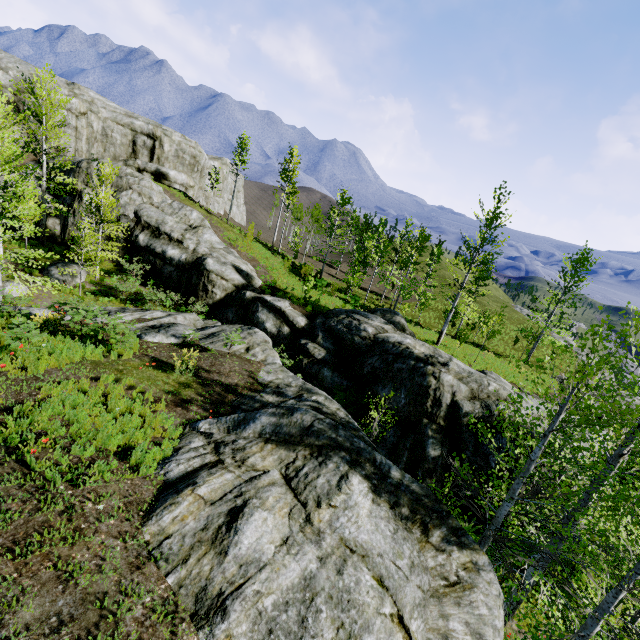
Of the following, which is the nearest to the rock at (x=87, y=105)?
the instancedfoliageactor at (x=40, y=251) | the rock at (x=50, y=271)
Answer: the instancedfoliageactor at (x=40, y=251)

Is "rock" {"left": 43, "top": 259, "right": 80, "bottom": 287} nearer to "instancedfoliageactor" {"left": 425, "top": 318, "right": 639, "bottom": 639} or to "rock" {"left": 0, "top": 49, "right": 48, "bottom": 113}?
"rock" {"left": 0, "top": 49, "right": 48, "bottom": 113}

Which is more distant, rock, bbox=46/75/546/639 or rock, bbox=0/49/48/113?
rock, bbox=0/49/48/113

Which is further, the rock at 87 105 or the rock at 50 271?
the rock at 50 271

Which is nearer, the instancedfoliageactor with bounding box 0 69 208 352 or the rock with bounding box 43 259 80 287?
the instancedfoliageactor with bounding box 0 69 208 352

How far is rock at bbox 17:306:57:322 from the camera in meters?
9.8

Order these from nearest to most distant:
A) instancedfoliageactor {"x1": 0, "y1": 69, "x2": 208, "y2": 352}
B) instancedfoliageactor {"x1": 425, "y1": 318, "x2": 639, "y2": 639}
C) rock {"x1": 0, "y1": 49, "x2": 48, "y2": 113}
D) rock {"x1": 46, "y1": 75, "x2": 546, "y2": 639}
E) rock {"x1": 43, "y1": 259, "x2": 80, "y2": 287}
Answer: rock {"x1": 46, "y1": 75, "x2": 546, "y2": 639}, instancedfoliageactor {"x1": 425, "y1": 318, "x2": 639, "y2": 639}, instancedfoliageactor {"x1": 0, "y1": 69, "x2": 208, "y2": 352}, rock {"x1": 43, "y1": 259, "x2": 80, "y2": 287}, rock {"x1": 0, "y1": 49, "x2": 48, "y2": 113}

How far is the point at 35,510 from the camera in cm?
454
